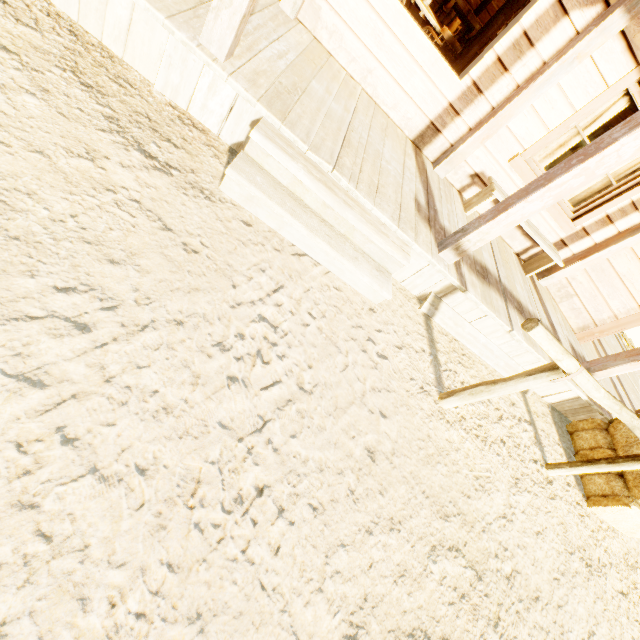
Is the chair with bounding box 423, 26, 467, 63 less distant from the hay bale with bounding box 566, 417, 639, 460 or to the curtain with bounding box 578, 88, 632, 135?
the curtain with bounding box 578, 88, 632, 135

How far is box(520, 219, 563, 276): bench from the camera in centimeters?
418cm

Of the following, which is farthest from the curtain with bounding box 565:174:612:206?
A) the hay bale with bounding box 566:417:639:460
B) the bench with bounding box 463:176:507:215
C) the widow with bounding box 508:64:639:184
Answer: the hay bale with bounding box 566:417:639:460

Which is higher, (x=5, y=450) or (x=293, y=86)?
(x=293, y=86)

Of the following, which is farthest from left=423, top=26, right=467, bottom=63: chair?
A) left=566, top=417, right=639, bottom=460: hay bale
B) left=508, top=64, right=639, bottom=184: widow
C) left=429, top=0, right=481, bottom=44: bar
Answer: left=566, top=417, right=639, bottom=460: hay bale

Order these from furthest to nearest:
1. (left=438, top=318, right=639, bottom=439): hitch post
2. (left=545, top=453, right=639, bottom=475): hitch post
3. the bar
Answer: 1. the bar
2. (left=545, top=453, right=639, bottom=475): hitch post
3. (left=438, top=318, right=639, bottom=439): hitch post

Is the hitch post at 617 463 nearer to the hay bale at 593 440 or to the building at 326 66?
the hay bale at 593 440

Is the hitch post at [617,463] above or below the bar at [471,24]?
below
